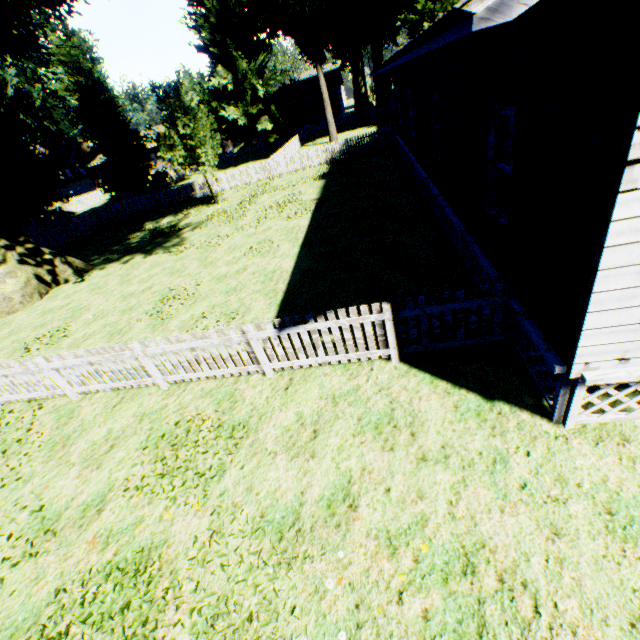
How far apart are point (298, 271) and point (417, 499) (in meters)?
7.53

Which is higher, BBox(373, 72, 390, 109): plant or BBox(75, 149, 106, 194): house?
BBox(75, 149, 106, 194): house

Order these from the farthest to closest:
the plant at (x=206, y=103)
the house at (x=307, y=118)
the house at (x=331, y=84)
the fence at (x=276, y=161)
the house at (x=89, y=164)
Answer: the house at (x=89, y=164)
the house at (x=307, y=118)
the house at (x=331, y=84)
the fence at (x=276, y=161)
the plant at (x=206, y=103)

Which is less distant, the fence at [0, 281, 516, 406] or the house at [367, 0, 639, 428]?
the house at [367, 0, 639, 428]

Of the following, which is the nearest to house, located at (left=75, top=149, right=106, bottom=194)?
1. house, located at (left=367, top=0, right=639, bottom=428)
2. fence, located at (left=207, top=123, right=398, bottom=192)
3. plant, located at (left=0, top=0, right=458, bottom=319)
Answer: fence, located at (left=207, top=123, right=398, bottom=192)

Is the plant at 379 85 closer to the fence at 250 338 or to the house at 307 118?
the fence at 250 338

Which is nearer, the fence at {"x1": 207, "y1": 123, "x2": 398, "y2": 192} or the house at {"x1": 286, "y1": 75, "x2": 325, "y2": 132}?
the fence at {"x1": 207, "y1": 123, "x2": 398, "y2": 192}

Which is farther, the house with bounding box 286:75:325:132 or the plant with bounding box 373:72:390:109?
the house with bounding box 286:75:325:132
